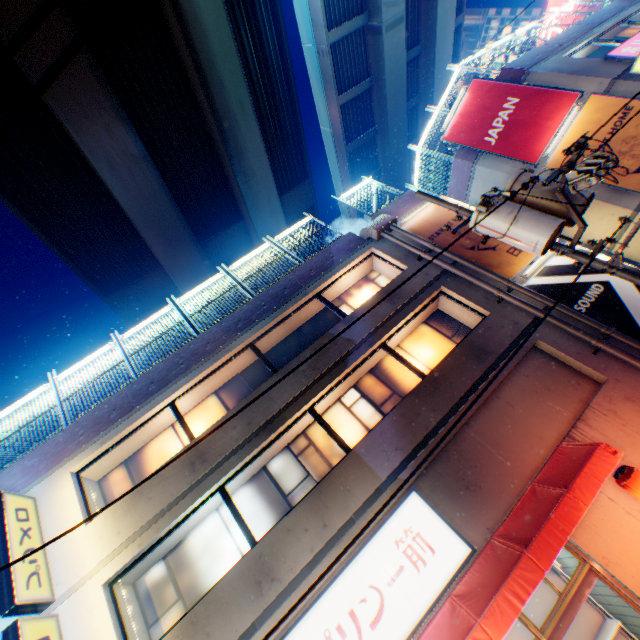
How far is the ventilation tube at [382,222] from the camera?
11.7m

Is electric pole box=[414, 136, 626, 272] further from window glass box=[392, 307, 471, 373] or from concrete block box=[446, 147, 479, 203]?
concrete block box=[446, 147, 479, 203]

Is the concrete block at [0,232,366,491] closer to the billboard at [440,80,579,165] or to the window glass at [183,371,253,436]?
the window glass at [183,371,253,436]

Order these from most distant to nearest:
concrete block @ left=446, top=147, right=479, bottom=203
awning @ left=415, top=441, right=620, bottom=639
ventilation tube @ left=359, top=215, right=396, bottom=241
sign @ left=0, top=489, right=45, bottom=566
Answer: concrete block @ left=446, top=147, right=479, bottom=203, ventilation tube @ left=359, top=215, right=396, bottom=241, sign @ left=0, top=489, right=45, bottom=566, awning @ left=415, top=441, right=620, bottom=639

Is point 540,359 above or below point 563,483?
above

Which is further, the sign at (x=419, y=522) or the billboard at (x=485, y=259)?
the billboard at (x=485, y=259)

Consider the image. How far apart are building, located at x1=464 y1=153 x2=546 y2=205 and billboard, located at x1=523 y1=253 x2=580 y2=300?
2.89m

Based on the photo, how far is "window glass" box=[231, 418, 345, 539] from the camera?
7.9m
